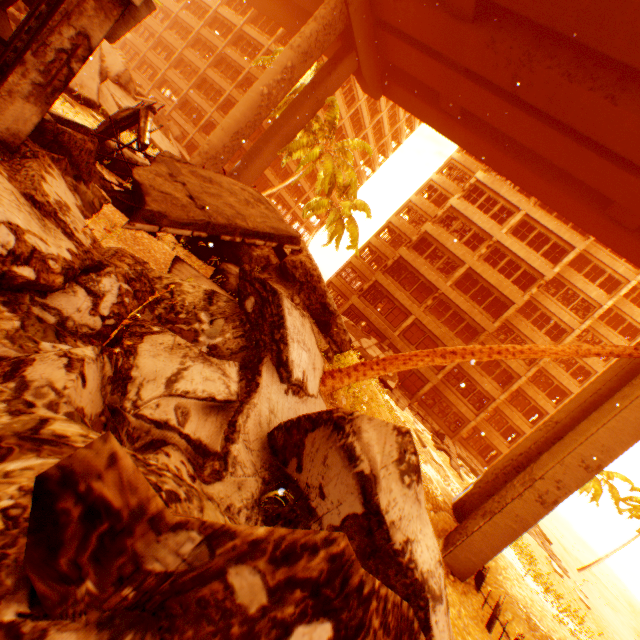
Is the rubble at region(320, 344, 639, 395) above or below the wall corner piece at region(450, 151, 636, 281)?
below

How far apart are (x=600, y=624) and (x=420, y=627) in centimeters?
2984cm

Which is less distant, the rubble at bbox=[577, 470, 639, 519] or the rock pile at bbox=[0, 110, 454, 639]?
the rock pile at bbox=[0, 110, 454, 639]

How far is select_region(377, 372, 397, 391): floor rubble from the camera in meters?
23.1 m

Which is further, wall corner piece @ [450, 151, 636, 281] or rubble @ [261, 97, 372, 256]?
wall corner piece @ [450, 151, 636, 281]

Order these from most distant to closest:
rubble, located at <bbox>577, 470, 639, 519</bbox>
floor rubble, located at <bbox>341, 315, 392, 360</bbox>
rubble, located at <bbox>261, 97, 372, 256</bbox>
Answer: rubble, located at <bbox>577, 470, 639, 519</bbox> → floor rubble, located at <bbox>341, 315, 392, 360</bbox> → rubble, located at <bbox>261, 97, 372, 256</bbox>

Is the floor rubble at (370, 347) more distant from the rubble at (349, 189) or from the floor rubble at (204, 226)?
the floor rubble at (204, 226)

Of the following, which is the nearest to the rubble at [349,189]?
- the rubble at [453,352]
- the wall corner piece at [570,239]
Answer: the rubble at [453,352]
